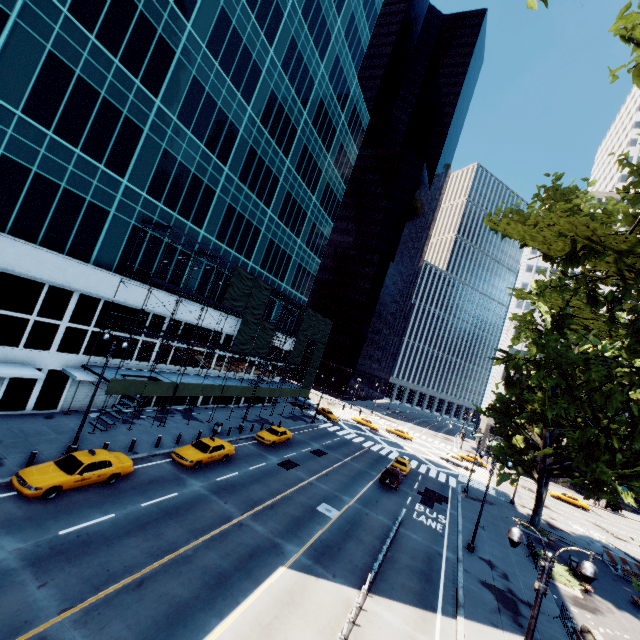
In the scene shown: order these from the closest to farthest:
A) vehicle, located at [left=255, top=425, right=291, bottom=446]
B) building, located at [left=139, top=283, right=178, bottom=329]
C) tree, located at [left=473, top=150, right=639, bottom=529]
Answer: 1. tree, located at [left=473, top=150, right=639, bottom=529]
2. building, located at [left=139, top=283, right=178, bottom=329]
3. vehicle, located at [left=255, top=425, right=291, bottom=446]

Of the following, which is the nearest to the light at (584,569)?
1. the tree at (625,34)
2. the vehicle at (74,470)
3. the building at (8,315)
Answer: the tree at (625,34)

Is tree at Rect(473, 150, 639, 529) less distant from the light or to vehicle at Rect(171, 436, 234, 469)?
the light

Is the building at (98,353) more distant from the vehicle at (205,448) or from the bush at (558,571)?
the bush at (558,571)

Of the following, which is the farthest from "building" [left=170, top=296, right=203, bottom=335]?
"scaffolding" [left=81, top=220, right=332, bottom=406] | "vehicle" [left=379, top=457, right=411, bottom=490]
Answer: "vehicle" [left=379, top=457, right=411, bottom=490]

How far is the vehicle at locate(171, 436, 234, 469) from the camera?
22.0m

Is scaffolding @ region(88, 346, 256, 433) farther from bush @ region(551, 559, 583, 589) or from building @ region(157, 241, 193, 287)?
bush @ region(551, 559, 583, 589)

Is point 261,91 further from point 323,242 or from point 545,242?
point 545,242
